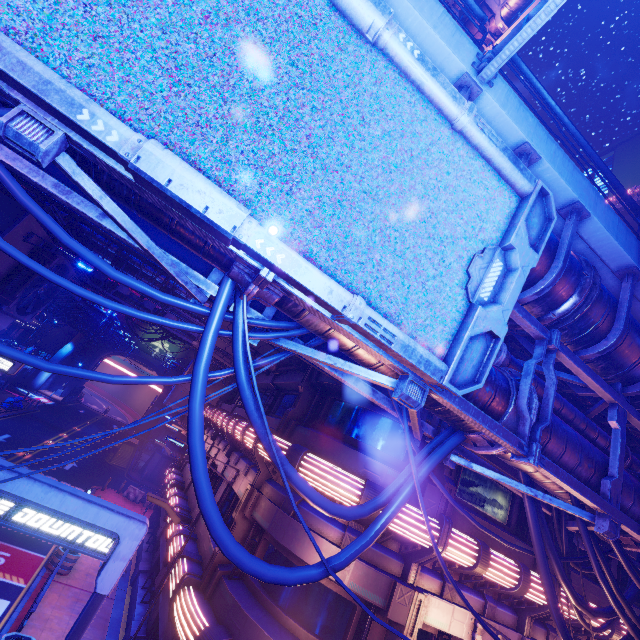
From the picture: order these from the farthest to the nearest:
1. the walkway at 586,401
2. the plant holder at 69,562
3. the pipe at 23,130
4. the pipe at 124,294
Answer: the pipe at 124,294, the plant holder at 69,562, the walkway at 586,401, the pipe at 23,130

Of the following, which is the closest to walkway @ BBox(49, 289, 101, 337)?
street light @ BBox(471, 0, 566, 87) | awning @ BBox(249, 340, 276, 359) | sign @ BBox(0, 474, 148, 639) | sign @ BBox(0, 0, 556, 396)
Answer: awning @ BBox(249, 340, 276, 359)

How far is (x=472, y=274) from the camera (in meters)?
3.95

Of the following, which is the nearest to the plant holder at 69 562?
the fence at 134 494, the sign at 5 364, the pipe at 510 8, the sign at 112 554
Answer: the sign at 5 364

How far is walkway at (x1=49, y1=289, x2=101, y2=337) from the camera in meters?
27.5 m

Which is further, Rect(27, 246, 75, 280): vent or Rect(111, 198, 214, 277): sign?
Rect(27, 246, 75, 280): vent

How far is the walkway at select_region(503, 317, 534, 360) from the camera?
6.6 meters

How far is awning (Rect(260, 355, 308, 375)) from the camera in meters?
13.1 m
